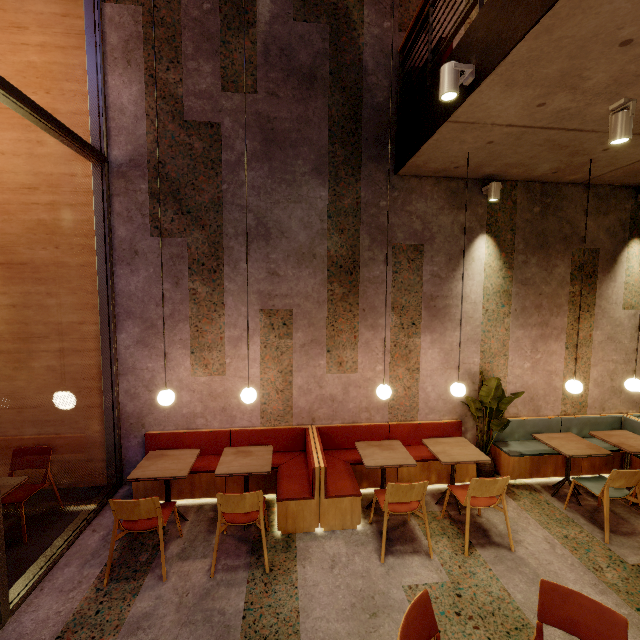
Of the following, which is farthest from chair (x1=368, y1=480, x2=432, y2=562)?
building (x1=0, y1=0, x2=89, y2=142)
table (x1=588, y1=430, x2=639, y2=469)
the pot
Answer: table (x1=588, y1=430, x2=639, y2=469)

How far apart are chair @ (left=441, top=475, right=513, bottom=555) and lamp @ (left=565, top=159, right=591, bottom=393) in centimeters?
180cm

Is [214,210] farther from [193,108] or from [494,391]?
[494,391]

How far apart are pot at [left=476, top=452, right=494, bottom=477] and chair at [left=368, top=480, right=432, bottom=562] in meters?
1.6 m

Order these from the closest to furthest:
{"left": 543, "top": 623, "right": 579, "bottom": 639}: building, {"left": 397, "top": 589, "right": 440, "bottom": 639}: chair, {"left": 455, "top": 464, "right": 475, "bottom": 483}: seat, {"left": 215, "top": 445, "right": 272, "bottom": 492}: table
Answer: {"left": 397, "top": 589, "right": 440, "bottom": 639}: chair
{"left": 543, "top": 623, "right": 579, "bottom": 639}: building
{"left": 215, "top": 445, "right": 272, "bottom": 492}: table
{"left": 455, "top": 464, "right": 475, "bottom": 483}: seat

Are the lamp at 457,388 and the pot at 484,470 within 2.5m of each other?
yes

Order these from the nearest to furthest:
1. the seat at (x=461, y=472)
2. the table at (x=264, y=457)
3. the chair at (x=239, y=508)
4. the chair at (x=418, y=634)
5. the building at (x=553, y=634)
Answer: the chair at (x=418, y=634), the building at (x=553, y=634), the chair at (x=239, y=508), the table at (x=264, y=457), the seat at (x=461, y=472)

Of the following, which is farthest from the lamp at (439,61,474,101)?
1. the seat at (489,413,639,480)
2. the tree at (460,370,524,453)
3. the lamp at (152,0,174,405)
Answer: the seat at (489,413,639,480)
